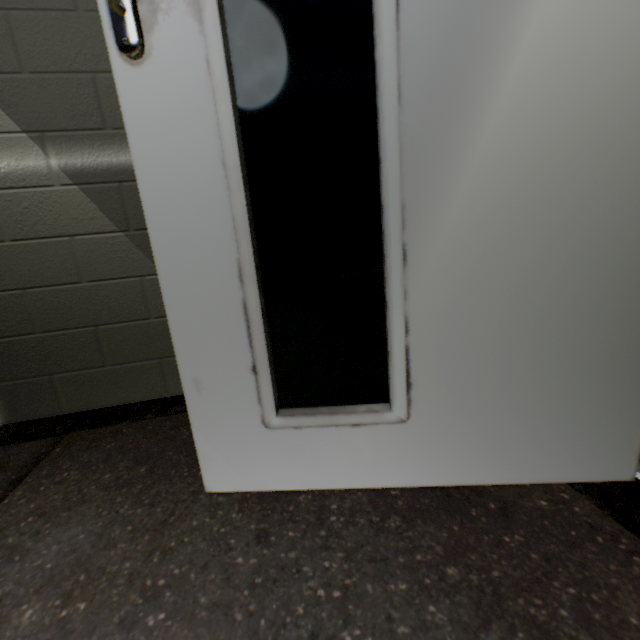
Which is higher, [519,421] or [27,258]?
[27,258]

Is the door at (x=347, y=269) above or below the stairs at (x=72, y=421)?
above

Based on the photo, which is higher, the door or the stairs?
the door
